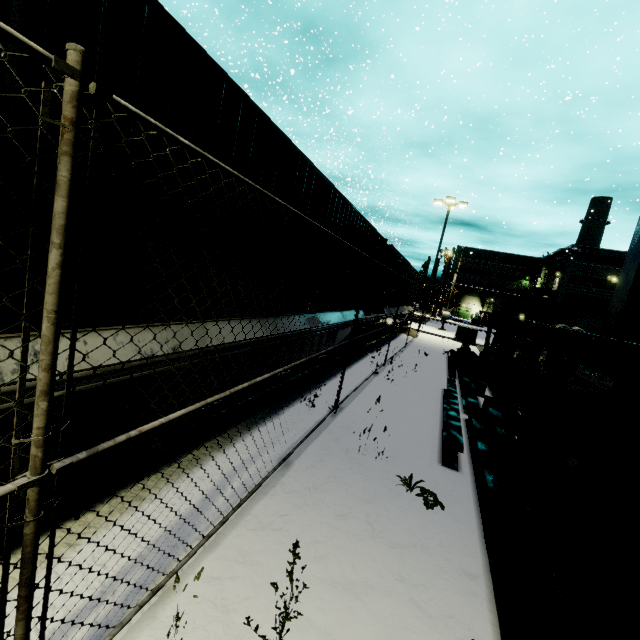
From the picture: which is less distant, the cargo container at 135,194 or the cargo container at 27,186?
the cargo container at 27,186

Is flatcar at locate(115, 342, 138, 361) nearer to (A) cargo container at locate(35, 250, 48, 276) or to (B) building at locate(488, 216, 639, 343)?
(A) cargo container at locate(35, 250, 48, 276)

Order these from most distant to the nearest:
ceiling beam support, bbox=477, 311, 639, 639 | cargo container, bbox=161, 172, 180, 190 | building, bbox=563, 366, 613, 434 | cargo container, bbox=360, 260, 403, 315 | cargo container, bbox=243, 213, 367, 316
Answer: cargo container, bbox=360, 260, 403, 315 → building, bbox=563, 366, 613, 434 → cargo container, bbox=243, 213, 367, 316 → ceiling beam support, bbox=477, 311, 639, 639 → cargo container, bbox=161, 172, 180, 190

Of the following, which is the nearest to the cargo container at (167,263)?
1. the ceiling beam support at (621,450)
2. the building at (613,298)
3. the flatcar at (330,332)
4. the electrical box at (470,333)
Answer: the flatcar at (330,332)

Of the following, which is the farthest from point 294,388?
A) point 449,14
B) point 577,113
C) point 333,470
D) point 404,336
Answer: point 449,14

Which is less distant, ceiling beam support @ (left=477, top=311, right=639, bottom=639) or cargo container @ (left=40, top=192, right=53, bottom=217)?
cargo container @ (left=40, top=192, right=53, bottom=217)

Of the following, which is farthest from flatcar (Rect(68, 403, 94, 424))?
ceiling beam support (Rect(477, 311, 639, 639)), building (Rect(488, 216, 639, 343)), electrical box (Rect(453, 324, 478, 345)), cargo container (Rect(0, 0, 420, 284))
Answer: electrical box (Rect(453, 324, 478, 345))

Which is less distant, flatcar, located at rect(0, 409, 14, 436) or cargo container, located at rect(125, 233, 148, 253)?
flatcar, located at rect(0, 409, 14, 436)
